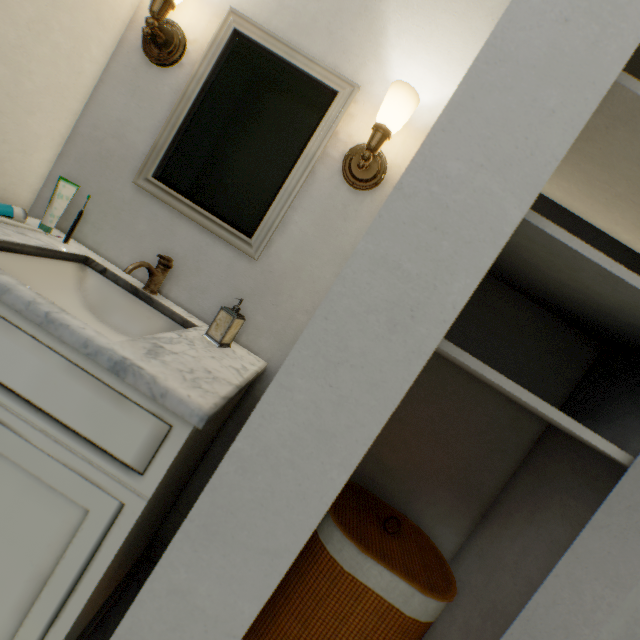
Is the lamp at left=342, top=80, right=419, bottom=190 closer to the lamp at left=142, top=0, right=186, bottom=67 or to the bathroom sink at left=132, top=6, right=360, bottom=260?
the bathroom sink at left=132, top=6, right=360, bottom=260

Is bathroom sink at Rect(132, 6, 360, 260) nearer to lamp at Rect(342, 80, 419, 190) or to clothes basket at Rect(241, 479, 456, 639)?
lamp at Rect(342, 80, 419, 190)

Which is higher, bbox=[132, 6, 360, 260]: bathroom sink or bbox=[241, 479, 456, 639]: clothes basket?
bbox=[132, 6, 360, 260]: bathroom sink

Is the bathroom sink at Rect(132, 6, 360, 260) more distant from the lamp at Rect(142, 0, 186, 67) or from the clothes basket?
Result: the clothes basket

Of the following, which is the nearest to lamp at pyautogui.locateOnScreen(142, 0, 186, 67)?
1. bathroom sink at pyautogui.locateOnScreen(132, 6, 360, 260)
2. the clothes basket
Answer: bathroom sink at pyautogui.locateOnScreen(132, 6, 360, 260)

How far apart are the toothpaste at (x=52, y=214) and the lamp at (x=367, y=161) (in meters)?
0.88

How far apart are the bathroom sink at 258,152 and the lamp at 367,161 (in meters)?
0.15

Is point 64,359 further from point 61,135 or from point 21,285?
point 61,135
